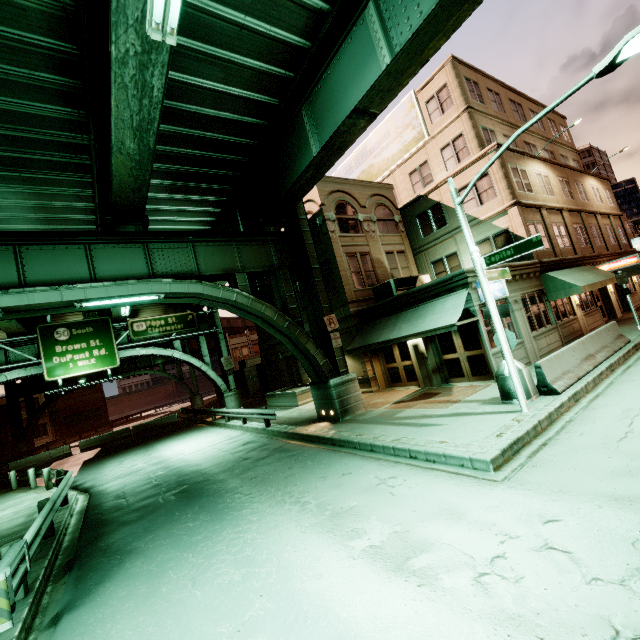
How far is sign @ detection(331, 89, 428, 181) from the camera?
22.6m

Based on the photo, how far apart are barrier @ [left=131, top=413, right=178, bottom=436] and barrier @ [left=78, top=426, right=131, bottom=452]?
0.5m

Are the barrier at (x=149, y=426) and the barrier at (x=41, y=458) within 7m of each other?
yes

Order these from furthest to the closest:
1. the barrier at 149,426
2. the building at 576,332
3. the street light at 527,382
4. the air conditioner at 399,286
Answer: the barrier at 149,426 < the air conditioner at 399,286 < the building at 576,332 < the street light at 527,382

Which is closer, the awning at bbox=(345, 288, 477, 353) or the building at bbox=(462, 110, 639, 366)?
the awning at bbox=(345, 288, 477, 353)

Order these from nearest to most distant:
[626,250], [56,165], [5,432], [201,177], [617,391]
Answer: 1. [617,391]
2. [56,165]
3. [201,177]
4. [626,250]
5. [5,432]

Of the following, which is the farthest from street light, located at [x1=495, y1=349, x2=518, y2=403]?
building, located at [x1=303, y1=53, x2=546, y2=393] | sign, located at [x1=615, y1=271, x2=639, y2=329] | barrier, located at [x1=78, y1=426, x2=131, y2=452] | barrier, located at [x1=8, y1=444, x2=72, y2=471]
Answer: barrier, located at [x1=8, y1=444, x2=72, y2=471]

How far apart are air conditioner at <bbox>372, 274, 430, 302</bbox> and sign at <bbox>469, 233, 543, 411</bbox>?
7.4m
